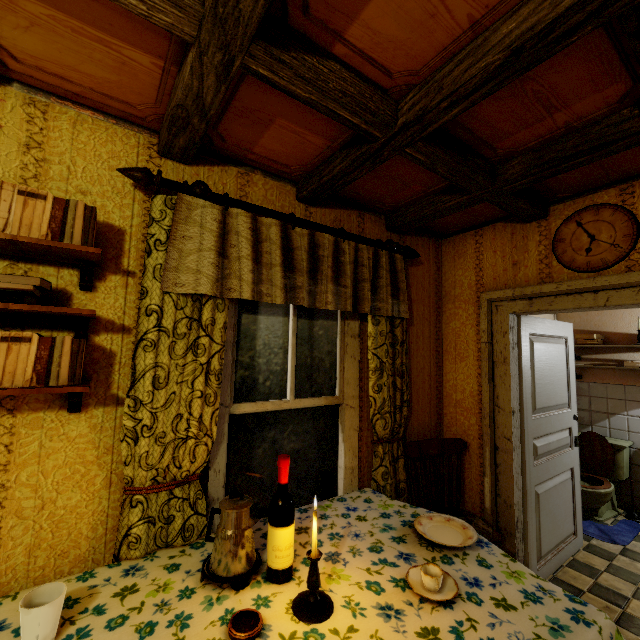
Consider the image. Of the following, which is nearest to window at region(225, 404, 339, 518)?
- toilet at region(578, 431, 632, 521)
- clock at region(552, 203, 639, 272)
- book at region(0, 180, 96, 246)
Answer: book at region(0, 180, 96, 246)

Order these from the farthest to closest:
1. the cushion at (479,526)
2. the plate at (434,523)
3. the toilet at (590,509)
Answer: the toilet at (590,509) < the cushion at (479,526) < the plate at (434,523)

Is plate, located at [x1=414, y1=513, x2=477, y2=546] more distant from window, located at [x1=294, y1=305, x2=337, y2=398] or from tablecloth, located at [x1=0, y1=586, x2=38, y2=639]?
window, located at [x1=294, y1=305, x2=337, y2=398]

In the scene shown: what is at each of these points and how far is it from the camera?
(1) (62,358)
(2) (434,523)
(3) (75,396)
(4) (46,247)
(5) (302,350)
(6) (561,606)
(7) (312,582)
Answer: (1) book, 1.23m
(2) plate, 1.71m
(3) shelf, 1.35m
(4) shelf, 1.23m
(5) window, 2.20m
(6) tablecloth, 1.19m
(7) candle, 1.14m

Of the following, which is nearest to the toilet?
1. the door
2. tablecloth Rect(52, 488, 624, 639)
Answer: the door

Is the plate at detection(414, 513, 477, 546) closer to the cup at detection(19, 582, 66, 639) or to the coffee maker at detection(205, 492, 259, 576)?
the coffee maker at detection(205, 492, 259, 576)

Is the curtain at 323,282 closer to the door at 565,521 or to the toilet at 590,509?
the door at 565,521

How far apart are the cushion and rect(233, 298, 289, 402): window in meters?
1.1 m
